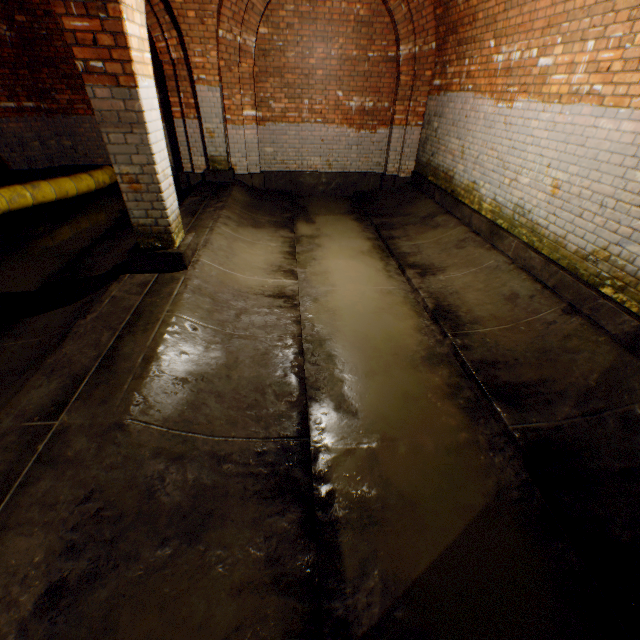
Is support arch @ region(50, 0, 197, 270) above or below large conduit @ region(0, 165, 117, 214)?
above

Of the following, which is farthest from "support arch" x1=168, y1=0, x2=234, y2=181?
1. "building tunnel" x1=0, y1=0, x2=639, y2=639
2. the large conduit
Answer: the large conduit

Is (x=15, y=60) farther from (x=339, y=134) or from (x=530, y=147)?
(x=530, y=147)

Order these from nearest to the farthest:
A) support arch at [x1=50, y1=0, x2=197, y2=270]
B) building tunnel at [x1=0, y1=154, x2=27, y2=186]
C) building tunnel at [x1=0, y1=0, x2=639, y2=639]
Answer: building tunnel at [x1=0, y1=0, x2=639, y2=639], support arch at [x1=50, y1=0, x2=197, y2=270], building tunnel at [x1=0, y1=154, x2=27, y2=186]

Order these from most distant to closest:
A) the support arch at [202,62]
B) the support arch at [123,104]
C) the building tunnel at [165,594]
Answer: the support arch at [202,62]
the support arch at [123,104]
the building tunnel at [165,594]

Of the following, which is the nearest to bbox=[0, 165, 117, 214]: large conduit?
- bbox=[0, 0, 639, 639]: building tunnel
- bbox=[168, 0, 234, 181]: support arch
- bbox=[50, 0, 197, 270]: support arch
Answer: bbox=[0, 0, 639, 639]: building tunnel

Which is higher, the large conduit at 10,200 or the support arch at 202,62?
the support arch at 202,62

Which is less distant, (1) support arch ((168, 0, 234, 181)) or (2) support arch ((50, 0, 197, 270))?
(2) support arch ((50, 0, 197, 270))
